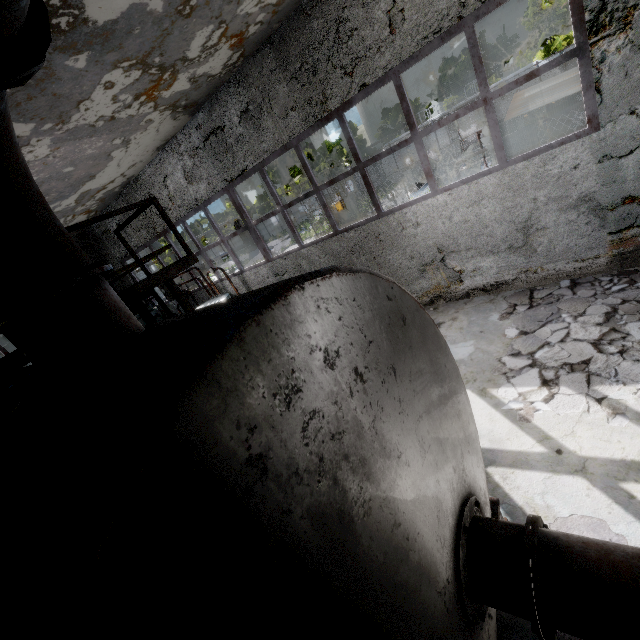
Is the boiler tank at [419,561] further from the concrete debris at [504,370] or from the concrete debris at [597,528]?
the concrete debris at [504,370]

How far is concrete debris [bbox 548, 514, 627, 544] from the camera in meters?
3.0

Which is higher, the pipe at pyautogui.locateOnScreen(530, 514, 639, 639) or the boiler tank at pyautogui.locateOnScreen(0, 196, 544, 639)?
the boiler tank at pyautogui.locateOnScreen(0, 196, 544, 639)

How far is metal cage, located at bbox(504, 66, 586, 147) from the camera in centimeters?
720cm

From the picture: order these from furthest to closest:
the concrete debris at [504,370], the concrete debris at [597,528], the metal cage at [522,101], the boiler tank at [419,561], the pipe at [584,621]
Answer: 1. the metal cage at [522,101]
2. the concrete debris at [504,370]
3. the concrete debris at [597,528]
4. the pipe at [584,621]
5. the boiler tank at [419,561]

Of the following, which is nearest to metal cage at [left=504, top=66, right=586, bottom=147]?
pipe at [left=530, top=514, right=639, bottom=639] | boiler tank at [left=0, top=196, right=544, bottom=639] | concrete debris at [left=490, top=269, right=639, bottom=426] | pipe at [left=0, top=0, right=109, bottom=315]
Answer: concrete debris at [left=490, top=269, right=639, bottom=426]

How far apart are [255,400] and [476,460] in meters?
2.8 m

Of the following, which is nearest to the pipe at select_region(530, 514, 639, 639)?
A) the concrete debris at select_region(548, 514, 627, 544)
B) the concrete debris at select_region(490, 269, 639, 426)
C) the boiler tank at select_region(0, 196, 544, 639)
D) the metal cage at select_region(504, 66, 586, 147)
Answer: the boiler tank at select_region(0, 196, 544, 639)
